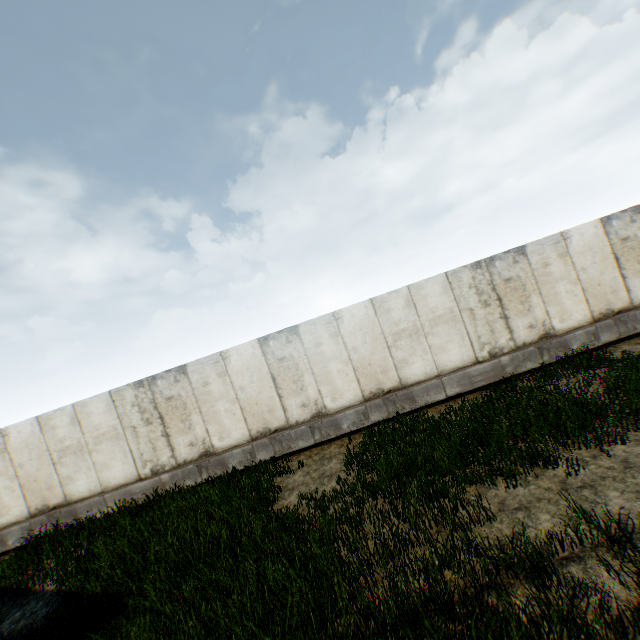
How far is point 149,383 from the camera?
9.9 meters
